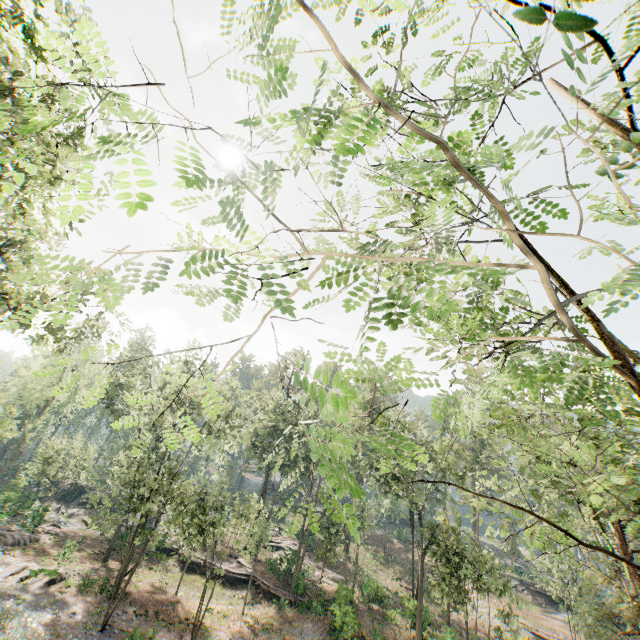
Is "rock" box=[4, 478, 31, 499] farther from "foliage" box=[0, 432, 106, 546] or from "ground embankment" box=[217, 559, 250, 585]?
"ground embankment" box=[217, 559, 250, 585]

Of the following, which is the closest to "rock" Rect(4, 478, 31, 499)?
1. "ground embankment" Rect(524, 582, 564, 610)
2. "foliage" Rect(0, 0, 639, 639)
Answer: "foliage" Rect(0, 0, 639, 639)

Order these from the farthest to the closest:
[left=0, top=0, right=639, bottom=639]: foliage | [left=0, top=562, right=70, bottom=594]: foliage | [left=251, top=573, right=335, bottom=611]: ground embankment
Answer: [left=251, top=573, right=335, bottom=611]: ground embankment, [left=0, top=562, right=70, bottom=594]: foliage, [left=0, top=0, right=639, bottom=639]: foliage

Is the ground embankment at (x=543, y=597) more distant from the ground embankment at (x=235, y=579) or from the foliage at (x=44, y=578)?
the ground embankment at (x=235, y=579)

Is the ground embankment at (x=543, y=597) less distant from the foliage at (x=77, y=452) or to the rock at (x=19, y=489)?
the foliage at (x=77, y=452)

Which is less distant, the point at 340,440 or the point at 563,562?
the point at 340,440

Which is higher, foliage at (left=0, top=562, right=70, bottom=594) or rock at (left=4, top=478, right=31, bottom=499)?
rock at (left=4, top=478, right=31, bottom=499)

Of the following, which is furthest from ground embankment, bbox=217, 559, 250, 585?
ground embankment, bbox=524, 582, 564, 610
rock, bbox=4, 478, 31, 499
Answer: ground embankment, bbox=524, 582, 564, 610
